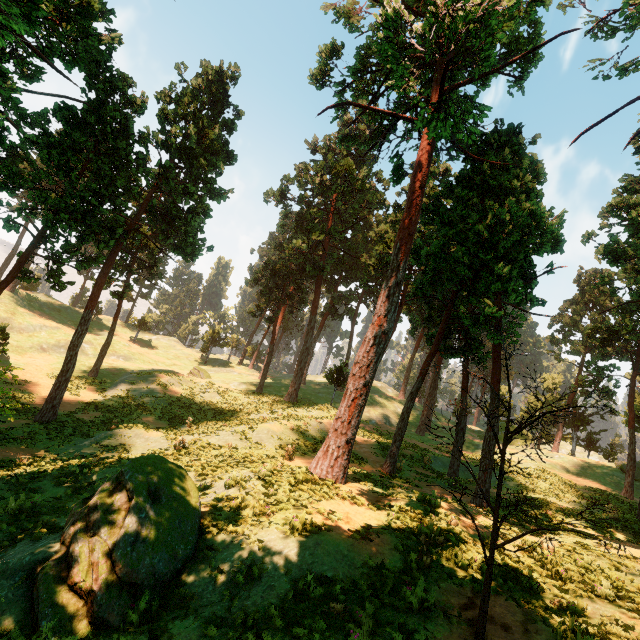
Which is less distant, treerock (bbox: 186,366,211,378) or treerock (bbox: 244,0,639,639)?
treerock (bbox: 244,0,639,639)

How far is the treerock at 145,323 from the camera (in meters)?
54.64

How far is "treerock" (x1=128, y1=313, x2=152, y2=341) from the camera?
54.6 meters

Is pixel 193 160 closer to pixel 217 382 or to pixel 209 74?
pixel 209 74

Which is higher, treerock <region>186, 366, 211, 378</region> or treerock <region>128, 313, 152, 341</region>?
treerock <region>128, 313, 152, 341</region>
